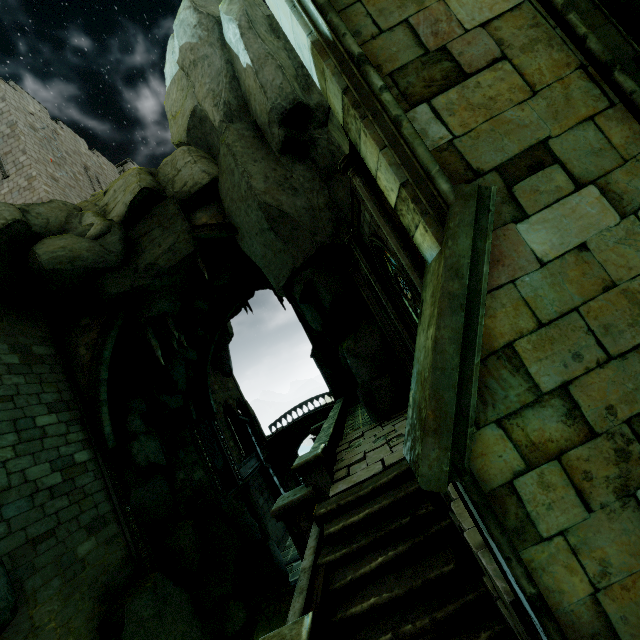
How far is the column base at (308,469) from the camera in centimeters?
834cm

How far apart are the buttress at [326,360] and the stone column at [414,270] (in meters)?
20.96

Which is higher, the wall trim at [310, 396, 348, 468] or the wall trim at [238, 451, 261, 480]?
the wall trim at [310, 396, 348, 468]

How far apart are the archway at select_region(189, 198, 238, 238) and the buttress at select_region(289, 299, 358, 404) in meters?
12.7 m

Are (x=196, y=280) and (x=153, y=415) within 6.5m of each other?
no

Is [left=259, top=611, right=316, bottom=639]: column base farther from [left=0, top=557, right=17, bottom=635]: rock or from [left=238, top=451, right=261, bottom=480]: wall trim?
[left=238, top=451, right=261, bottom=480]: wall trim

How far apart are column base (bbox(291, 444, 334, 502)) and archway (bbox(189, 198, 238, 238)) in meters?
9.9

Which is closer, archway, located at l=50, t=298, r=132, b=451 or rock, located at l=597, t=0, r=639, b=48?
rock, located at l=597, t=0, r=639, b=48
